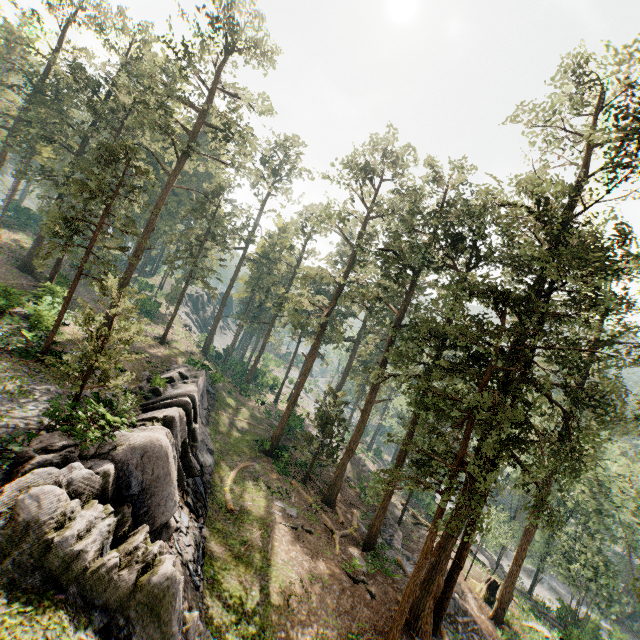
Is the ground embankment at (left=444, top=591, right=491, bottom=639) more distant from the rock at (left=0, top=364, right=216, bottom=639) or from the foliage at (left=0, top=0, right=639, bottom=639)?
the rock at (left=0, top=364, right=216, bottom=639)

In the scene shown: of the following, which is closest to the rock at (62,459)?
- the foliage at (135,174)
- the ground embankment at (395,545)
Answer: the foliage at (135,174)

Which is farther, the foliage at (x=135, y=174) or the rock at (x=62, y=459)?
the foliage at (x=135, y=174)

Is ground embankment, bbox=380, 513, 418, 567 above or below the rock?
below

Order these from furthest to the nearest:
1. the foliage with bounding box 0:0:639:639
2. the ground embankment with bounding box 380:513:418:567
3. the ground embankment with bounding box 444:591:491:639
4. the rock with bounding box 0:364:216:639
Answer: the ground embankment with bounding box 380:513:418:567, the ground embankment with bounding box 444:591:491:639, the foliage with bounding box 0:0:639:639, the rock with bounding box 0:364:216:639

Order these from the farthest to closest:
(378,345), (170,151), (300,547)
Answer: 1. (378,345)
2. (170,151)
3. (300,547)
